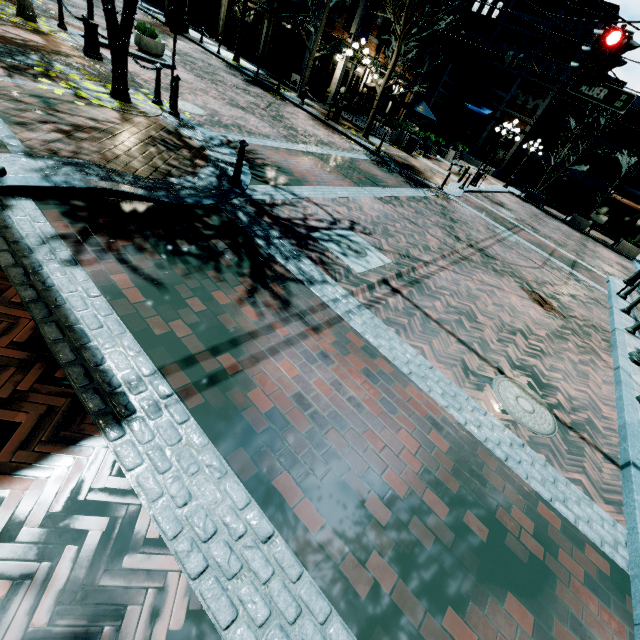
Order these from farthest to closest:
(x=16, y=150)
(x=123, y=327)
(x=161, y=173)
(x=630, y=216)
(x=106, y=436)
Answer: (x=630, y=216), (x=161, y=173), (x=16, y=150), (x=123, y=327), (x=106, y=436)

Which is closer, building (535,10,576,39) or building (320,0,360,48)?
building (320,0,360,48)

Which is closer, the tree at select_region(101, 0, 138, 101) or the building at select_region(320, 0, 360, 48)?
the tree at select_region(101, 0, 138, 101)

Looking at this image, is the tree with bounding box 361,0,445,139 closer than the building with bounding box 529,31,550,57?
Yes

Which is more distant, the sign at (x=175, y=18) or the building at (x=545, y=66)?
the building at (x=545, y=66)

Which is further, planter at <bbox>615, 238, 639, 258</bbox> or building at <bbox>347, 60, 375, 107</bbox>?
planter at <bbox>615, 238, 639, 258</bbox>

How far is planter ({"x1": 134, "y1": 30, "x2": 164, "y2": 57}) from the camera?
12.00m

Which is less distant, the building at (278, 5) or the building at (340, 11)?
the building at (340, 11)
